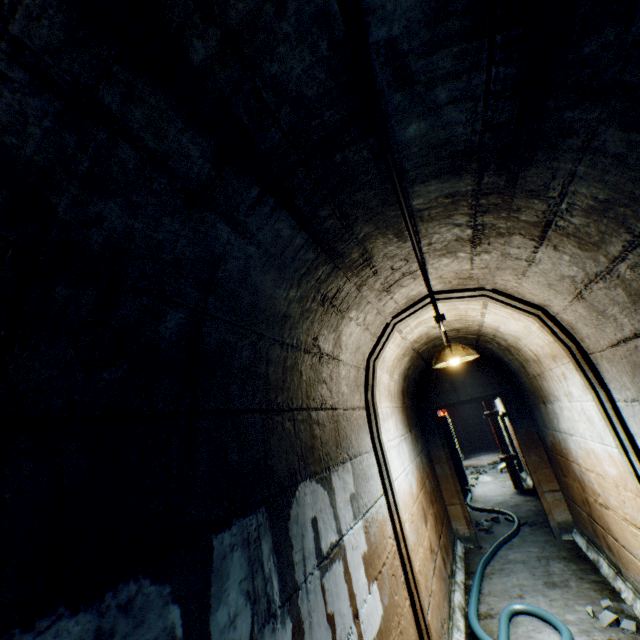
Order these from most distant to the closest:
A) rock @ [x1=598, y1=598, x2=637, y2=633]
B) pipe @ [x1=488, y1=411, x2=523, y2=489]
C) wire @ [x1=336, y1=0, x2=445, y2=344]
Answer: pipe @ [x1=488, y1=411, x2=523, y2=489] < rock @ [x1=598, y1=598, x2=637, y2=633] < wire @ [x1=336, y1=0, x2=445, y2=344]

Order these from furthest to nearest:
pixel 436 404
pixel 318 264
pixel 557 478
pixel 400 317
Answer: pixel 436 404, pixel 557 478, pixel 400 317, pixel 318 264

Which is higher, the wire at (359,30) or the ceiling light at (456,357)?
the wire at (359,30)

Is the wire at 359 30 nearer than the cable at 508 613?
Yes

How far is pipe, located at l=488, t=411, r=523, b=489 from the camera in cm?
771

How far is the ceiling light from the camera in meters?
3.1

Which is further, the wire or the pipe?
the pipe

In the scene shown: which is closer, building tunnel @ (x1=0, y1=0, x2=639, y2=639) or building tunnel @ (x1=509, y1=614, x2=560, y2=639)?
building tunnel @ (x1=0, y1=0, x2=639, y2=639)
